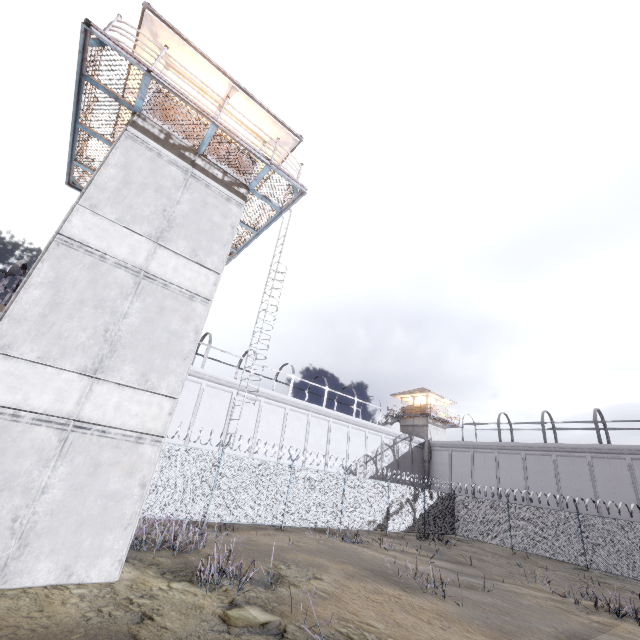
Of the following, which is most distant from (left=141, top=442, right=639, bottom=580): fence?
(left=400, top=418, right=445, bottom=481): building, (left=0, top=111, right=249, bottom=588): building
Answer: (left=400, top=418, right=445, bottom=481): building

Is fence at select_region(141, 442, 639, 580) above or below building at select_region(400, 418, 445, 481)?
below

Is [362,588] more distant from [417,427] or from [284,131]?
[417,427]

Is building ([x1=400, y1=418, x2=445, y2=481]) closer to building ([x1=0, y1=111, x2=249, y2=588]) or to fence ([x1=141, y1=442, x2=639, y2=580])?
fence ([x1=141, y1=442, x2=639, y2=580])

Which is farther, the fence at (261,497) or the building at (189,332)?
the fence at (261,497)

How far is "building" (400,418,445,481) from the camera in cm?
3709

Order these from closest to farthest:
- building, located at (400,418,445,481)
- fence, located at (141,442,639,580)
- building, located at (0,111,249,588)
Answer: building, located at (0,111,249,588) → fence, located at (141,442,639,580) → building, located at (400,418,445,481)

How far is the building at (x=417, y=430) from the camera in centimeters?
3709cm
